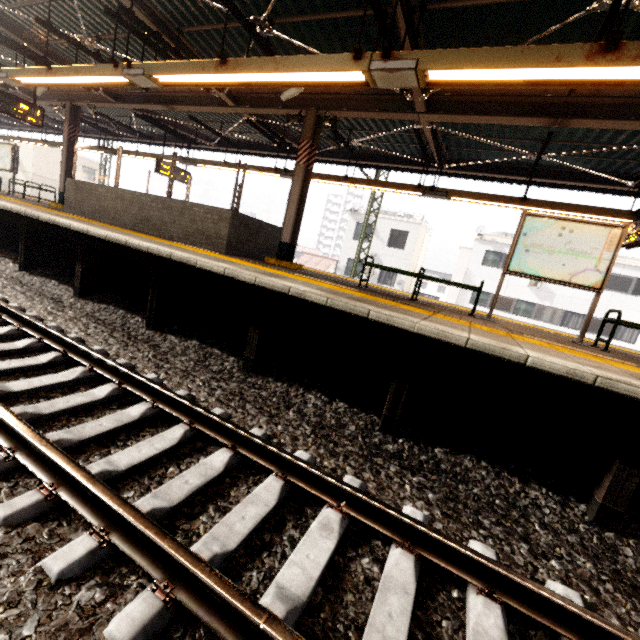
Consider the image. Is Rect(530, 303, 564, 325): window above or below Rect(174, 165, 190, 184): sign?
below

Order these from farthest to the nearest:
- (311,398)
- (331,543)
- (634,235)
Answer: (634,235) → (311,398) → (331,543)

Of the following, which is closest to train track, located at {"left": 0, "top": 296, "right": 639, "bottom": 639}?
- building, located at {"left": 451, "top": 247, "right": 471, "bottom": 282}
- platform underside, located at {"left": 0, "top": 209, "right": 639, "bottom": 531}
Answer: platform underside, located at {"left": 0, "top": 209, "right": 639, "bottom": 531}

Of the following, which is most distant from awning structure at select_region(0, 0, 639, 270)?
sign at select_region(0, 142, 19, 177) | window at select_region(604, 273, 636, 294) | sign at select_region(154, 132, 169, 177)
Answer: window at select_region(604, 273, 636, 294)

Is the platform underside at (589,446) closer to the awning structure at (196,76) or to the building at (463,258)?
the awning structure at (196,76)

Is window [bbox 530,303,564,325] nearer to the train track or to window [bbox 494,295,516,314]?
window [bbox 494,295,516,314]

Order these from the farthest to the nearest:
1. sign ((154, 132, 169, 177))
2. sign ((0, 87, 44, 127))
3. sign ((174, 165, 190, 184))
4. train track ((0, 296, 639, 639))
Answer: sign ((174, 165, 190, 184)) < sign ((154, 132, 169, 177)) < sign ((0, 87, 44, 127)) < train track ((0, 296, 639, 639))

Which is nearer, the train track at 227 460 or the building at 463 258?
the train track at 227 460
